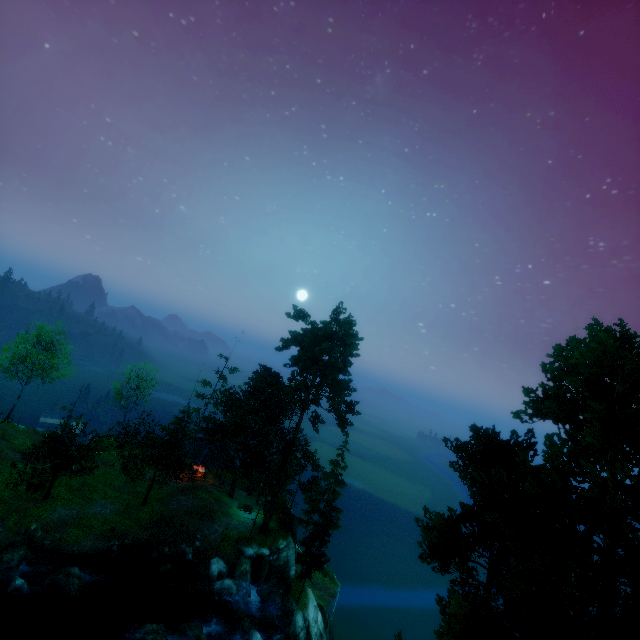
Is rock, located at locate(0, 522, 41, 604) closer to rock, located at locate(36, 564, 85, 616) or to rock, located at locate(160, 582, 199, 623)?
rock, located at locate(36, 564, 85, 616)

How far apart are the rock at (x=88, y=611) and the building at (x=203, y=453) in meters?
14.1

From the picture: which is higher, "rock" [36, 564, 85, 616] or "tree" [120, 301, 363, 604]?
"tree" [120, 301, 363, 604]

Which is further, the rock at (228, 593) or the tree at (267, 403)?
the tree at (267, 403)

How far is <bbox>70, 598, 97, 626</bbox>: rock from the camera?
20.6 meters

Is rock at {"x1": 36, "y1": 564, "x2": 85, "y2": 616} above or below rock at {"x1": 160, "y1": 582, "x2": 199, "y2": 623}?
above

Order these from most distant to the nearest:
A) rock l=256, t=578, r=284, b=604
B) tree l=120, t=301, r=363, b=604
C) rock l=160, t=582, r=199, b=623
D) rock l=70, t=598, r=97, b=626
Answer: tree l=120, t=301, r=363, b=604, rock l=256, t=578, r=284, b=604, rock l=160, t=582, r=199, b=623, rock l=70, t=598, r=97, b=626

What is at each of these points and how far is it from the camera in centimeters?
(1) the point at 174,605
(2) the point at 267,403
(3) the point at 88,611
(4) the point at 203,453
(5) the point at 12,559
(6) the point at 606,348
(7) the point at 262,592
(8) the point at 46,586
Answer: (1) rock, 2381cm
(2) tree, 3622cm
(3) rock, 2142cm
(4) building, 3741cm
(5) rock, 2139cm
(6) tree, 1253cm
(7) rock, 2875cm
(8) rock, 2106cm
